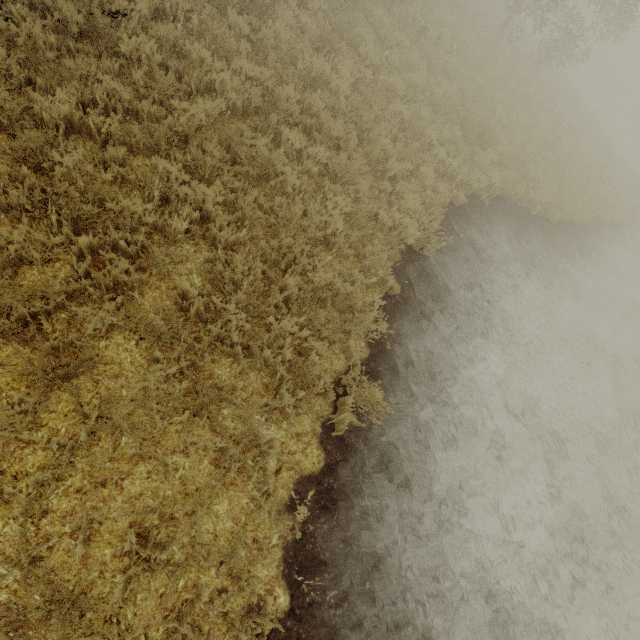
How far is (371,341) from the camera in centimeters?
502cm
